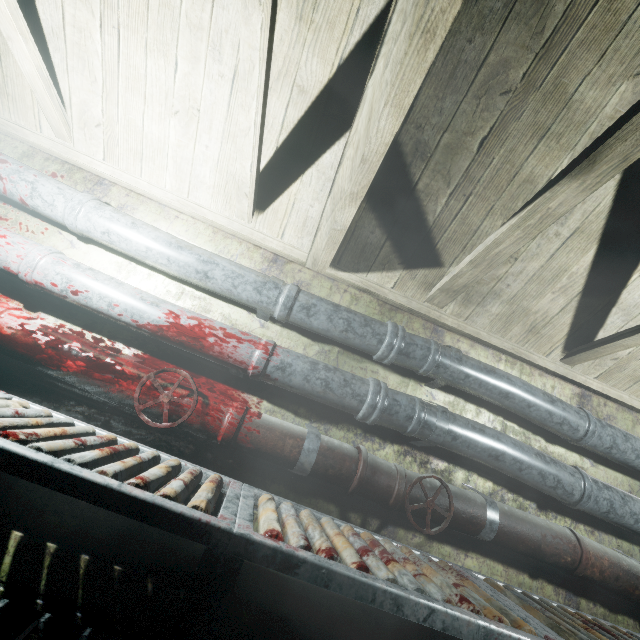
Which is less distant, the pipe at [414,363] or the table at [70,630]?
the table at [70,630]

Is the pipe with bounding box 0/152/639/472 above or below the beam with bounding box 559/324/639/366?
below

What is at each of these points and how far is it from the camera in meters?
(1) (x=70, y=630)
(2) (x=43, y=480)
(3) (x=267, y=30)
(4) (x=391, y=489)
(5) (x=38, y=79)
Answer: (1) table, 1.1 m
(2) table, 0.7 m
(3) beam, 1.0 m
(4) pipe, 1.5 m
(5) beam, 1.5 m

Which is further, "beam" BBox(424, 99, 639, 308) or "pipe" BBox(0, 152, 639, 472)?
"pipe" BBox(0, 152, 639, 472)

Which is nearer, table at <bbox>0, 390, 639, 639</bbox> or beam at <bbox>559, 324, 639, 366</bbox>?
table at <bbox>0, 390, 639, 639</bbox>

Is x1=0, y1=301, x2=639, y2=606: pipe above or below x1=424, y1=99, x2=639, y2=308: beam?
below

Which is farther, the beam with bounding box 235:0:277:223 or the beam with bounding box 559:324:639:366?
the beam with bounding box 559:324:639:366

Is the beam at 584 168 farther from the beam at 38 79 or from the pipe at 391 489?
the pipe at 391 489
